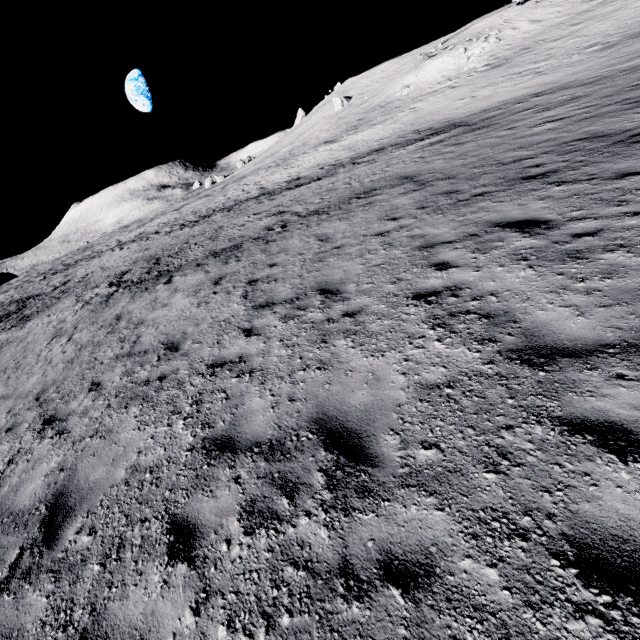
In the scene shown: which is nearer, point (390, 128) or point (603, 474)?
point (603, 474)
